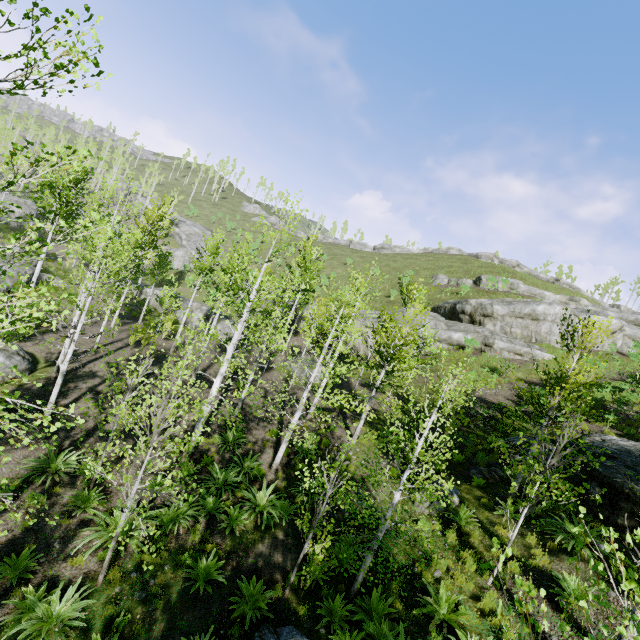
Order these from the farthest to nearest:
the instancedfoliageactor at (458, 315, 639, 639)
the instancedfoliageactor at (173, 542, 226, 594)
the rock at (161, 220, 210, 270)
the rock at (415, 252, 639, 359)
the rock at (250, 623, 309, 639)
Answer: the rock at (161, 220, 210, 270), the rock at (415, 252, 639, 359), the instancedfoliageactor at (173, 542, 226, 594), the rock at (250, 623, 309, 639), the instancedfoliageactor at (458, 315, 639, 639)

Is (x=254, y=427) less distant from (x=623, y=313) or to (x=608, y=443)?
(x=608, y=443)

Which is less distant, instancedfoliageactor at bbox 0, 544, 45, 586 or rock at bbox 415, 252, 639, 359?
instancedfoliageactor at bbox 0, 544, 45, 586

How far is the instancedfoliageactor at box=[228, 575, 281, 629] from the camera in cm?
739

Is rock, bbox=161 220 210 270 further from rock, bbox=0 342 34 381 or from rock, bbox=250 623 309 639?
rock, bbox=250 623 309 639

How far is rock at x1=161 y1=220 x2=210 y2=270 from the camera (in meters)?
48.91

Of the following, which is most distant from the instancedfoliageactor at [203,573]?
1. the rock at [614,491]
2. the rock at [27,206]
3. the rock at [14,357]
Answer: the rock at [614,491]

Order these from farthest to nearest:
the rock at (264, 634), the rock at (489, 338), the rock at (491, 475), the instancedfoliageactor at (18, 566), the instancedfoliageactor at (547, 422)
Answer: the rock at (489, 338) < the rock at (491, 475) < the instancedfoliageactor at (18, 566) < the rock at (264, 634) < the instancedfoliageactor at (547, 422)
